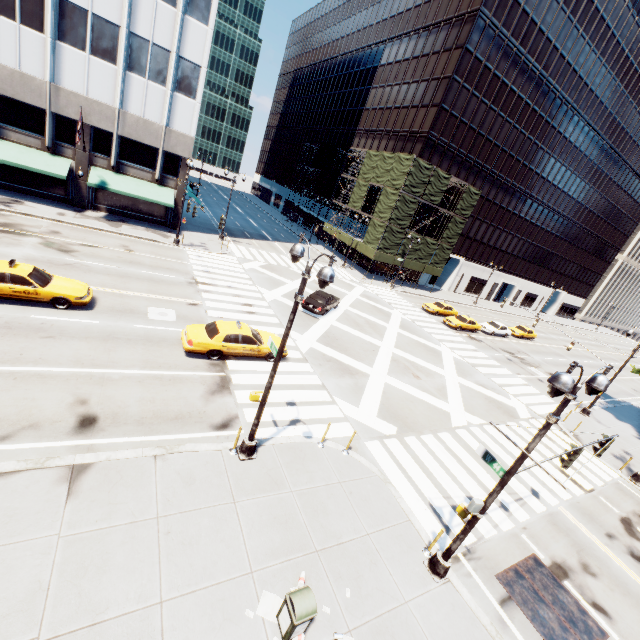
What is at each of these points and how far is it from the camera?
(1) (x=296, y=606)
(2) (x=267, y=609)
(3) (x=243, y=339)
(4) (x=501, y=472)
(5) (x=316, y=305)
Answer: (1) garbage can, 6.6m
(2) instancedfoliageactor, 7.3m
(3) vehicle, 15.7m
(4) light, 8.3m
(5) vehicle, 24.4m

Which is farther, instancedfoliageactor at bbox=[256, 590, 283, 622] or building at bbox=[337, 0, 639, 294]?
building at bbox=[337, 0, 639, 294]

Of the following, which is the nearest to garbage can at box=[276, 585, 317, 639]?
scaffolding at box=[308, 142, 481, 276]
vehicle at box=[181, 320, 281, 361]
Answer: vehicle at box=[181, 320, 281, 361]

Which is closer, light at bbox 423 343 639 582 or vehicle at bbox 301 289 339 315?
light at bbox 423 343 639 582

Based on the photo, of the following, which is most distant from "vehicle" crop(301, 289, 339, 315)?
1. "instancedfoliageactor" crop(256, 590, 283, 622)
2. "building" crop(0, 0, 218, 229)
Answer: "instancedfoliageactor" crop(256, 590, 283, 622)

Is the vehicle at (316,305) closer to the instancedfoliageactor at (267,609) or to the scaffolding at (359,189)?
the scaffolding at (359,189)

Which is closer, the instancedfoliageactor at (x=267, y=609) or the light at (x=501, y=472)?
the light at (x=501, y=472)

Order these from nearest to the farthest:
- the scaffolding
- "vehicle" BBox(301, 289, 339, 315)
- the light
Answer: the light
"vehicle" BBox(301, 289, 339, 315)
the scaffolding
